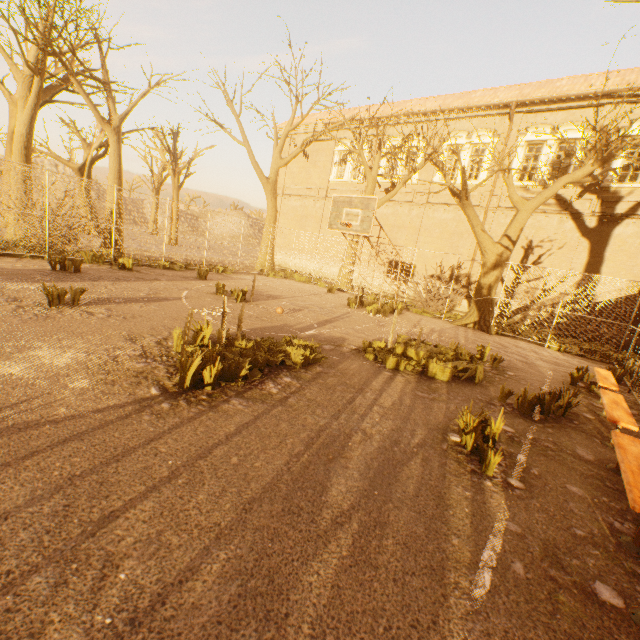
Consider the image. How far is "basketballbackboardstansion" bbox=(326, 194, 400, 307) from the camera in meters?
10.1 m

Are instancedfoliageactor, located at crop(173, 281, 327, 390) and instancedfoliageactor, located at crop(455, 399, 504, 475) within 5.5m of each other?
yes

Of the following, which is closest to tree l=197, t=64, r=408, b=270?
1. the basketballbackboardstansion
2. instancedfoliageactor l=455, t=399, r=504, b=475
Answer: the basketballbackboardstansion

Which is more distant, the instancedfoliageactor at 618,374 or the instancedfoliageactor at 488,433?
the instancedfoliageactor at 618,374

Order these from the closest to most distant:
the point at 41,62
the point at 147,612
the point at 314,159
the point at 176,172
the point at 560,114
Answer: the point at 147,612, the point at 41,62, the point at 560,114, the point at 314,159, the point at 176,172

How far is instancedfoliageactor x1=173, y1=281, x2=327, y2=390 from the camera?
4.17m

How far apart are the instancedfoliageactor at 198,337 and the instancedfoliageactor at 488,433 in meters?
2.8

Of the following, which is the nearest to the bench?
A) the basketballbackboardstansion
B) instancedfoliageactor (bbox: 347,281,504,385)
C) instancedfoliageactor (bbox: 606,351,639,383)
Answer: instancedfoliageactor (bbox: 347,281,504,385)
